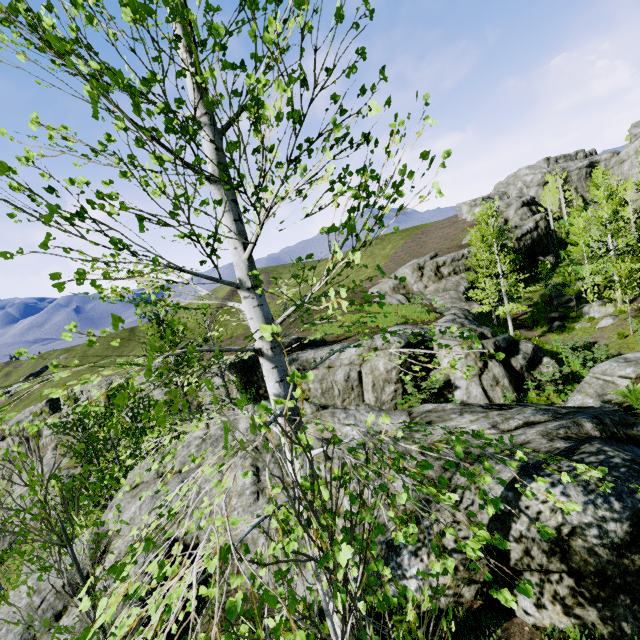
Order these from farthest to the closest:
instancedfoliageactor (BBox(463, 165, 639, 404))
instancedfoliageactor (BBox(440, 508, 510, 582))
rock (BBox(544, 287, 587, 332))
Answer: rock (BBox(544, 287, 587, 332))
instancedfoliageactor (BBox(463, 165, 639, 404))
instancedfoliageactor (BBox(440, 508, 510, 582))

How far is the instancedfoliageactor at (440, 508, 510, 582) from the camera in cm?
154

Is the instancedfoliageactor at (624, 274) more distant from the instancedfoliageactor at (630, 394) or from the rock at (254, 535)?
the instancedfoliageactor at (630, 394)

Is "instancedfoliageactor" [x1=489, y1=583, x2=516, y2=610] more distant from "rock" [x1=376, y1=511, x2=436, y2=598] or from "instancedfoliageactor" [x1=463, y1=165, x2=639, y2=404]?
"instancedfoliageactor" [x1=463, y1=165, x2=639, y2=404]

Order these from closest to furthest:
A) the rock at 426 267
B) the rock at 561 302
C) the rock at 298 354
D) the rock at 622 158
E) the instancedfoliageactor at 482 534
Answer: the instancedfoliageactor at 482 534 < the rock at 426 267 < the rock at 298 354 < the rock at 561 302 < the rock at 622 158

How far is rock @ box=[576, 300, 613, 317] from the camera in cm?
2397

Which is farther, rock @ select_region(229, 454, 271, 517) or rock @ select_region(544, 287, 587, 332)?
rock @ select_region(544, 287, 587, 332)

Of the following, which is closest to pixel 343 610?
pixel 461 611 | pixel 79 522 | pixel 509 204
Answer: pixel 461 611
